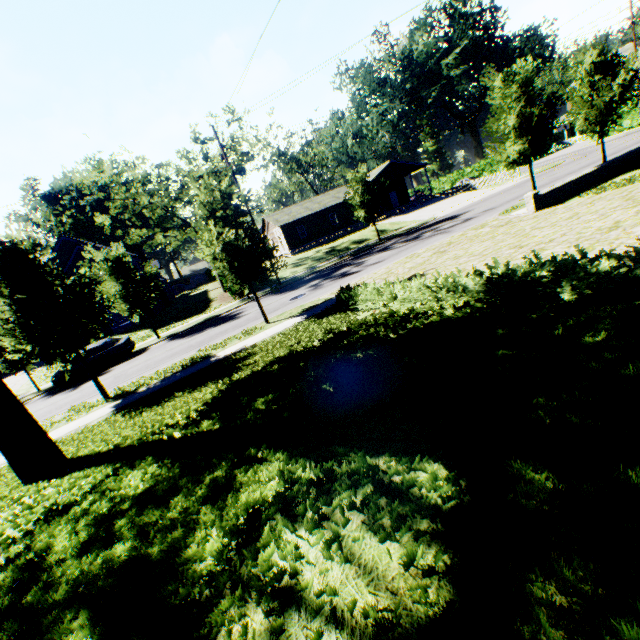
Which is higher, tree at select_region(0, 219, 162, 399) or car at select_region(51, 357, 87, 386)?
tree at select_region(0, 219, 162, 399)

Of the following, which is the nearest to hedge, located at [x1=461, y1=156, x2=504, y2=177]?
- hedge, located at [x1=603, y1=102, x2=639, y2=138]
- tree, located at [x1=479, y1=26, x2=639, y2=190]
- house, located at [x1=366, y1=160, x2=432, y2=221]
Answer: hedge, located at [x1=603, y1=102, x2=639, y2=138]

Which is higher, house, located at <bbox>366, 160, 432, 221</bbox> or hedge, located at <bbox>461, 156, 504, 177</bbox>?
house, located at <bbox>366, 160, 432, 221</bbox>

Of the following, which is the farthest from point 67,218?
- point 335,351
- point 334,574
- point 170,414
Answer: point 334,574

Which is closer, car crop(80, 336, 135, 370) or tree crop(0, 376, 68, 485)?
tree crop(0, 376, 68, 485)

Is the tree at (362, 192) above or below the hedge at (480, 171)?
above

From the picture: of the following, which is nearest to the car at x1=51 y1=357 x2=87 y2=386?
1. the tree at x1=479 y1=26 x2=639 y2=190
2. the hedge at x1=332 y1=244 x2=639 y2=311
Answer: the tree at x1=479 y1=26 x2=639 y2=190

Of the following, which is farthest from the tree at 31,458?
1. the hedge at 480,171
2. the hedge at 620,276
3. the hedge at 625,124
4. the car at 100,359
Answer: the hedge at 480,171
